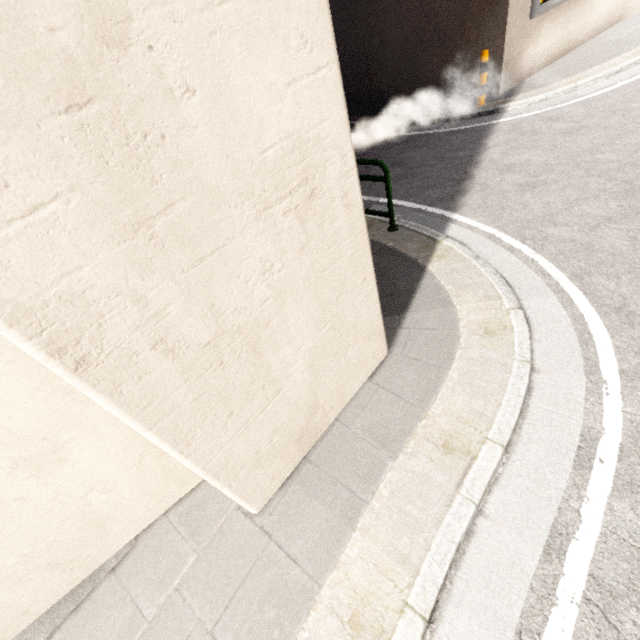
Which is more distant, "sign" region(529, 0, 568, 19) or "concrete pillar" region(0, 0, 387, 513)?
"sign" region(529, 0, 568, 19)

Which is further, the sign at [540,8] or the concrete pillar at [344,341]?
the sign at [540,8]

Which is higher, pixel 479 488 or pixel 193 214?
pixel 193 214
